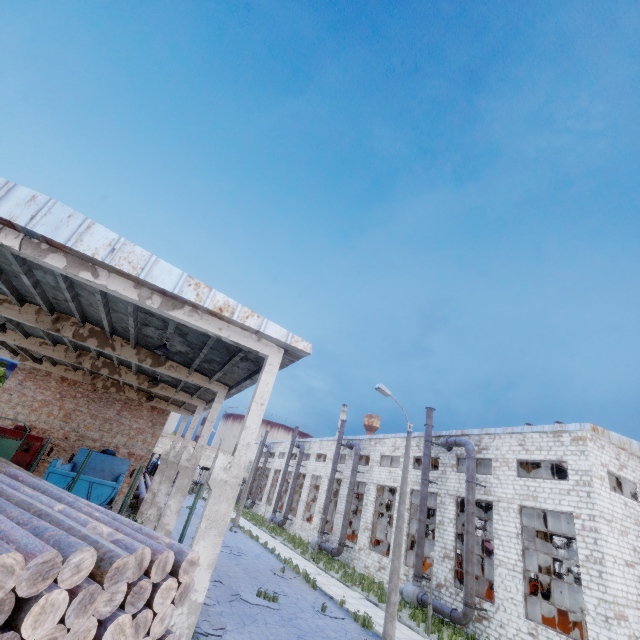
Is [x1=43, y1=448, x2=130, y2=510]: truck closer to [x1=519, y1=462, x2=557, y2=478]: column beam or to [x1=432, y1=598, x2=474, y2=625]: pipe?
[x1=432, y1=598, x2=474, y2=625]: pipe

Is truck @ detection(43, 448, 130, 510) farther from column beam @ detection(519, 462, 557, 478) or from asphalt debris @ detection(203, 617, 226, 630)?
column beam @ detection(519, 462, 557, 478)

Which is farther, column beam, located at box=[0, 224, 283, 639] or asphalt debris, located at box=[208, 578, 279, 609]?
asphalt debris, located at box=[208, 578, 279, 609]

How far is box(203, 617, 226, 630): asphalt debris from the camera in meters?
10.7 m

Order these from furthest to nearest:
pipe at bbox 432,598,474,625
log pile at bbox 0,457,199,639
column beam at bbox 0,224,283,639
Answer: pipe at bbox 432,598,474,625, column beam at bbox 0,224,283,639, log pile at bbox 0,457,199,639

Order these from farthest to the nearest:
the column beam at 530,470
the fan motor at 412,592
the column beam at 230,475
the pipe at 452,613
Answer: the column beam at 530,470 → the fan motor at 412,592 → the pipe at 452,613 → the column beam at 230,475

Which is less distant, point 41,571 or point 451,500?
point 41,571

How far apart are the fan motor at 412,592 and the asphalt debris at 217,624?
14.7m
